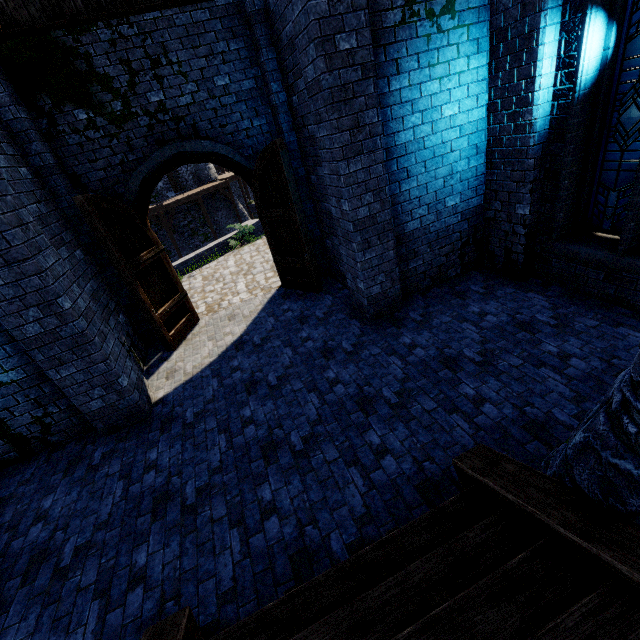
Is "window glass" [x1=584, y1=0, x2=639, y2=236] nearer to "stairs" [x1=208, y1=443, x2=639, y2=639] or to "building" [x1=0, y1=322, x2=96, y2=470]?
"building" [x1=0, y1=322, x2=96, y2=470]

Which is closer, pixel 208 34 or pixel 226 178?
pixel 208 34

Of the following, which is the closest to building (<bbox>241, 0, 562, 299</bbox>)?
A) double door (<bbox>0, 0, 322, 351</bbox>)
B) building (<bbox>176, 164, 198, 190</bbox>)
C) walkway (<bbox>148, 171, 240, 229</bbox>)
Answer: double door (<bbox>0, 0, 322, 351</bbox>)

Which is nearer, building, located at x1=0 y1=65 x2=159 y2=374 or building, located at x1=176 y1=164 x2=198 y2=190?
building, located at x1=0 y1=65 x2=159 y2=374

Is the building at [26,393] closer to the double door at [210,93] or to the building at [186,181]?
the double door at [210,93]

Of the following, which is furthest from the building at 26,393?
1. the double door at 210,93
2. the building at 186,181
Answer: Answer: the building at 186,181

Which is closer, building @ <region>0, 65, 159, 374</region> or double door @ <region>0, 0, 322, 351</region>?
building @ <region>0, 65, 159, 374</region>

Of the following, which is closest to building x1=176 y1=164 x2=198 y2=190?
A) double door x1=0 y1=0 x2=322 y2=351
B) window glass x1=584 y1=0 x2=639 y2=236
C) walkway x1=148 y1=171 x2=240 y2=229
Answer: walkway x1=148 y1=171 x2=240 y2=229
